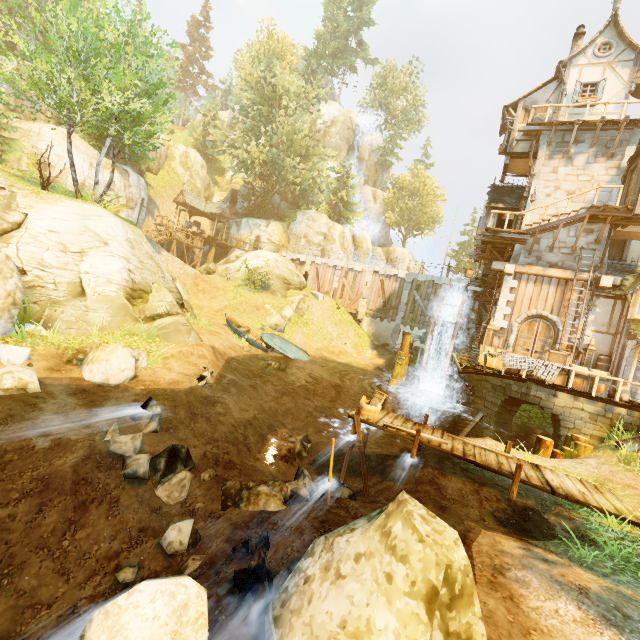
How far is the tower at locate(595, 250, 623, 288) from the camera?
15.1m

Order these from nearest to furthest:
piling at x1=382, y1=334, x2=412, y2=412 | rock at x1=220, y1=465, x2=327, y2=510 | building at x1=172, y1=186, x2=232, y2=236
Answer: rock at x1=220, y1=465, x2=327, y2=510, piling at x1=382, y1=334, x2=412, y2=412, building at x1=172, y1=186, x2=232, y2=236

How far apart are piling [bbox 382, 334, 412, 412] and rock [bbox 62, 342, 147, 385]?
13.5m

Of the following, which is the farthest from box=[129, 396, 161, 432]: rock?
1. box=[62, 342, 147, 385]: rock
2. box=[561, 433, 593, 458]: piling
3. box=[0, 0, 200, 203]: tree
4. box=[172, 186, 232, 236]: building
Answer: box=[172, 186, 232, 236]: building

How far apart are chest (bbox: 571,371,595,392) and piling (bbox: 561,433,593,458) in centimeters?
173cm

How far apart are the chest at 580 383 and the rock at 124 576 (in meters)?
15.44

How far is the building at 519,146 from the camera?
18.5 meters

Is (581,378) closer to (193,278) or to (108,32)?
(193,278)
